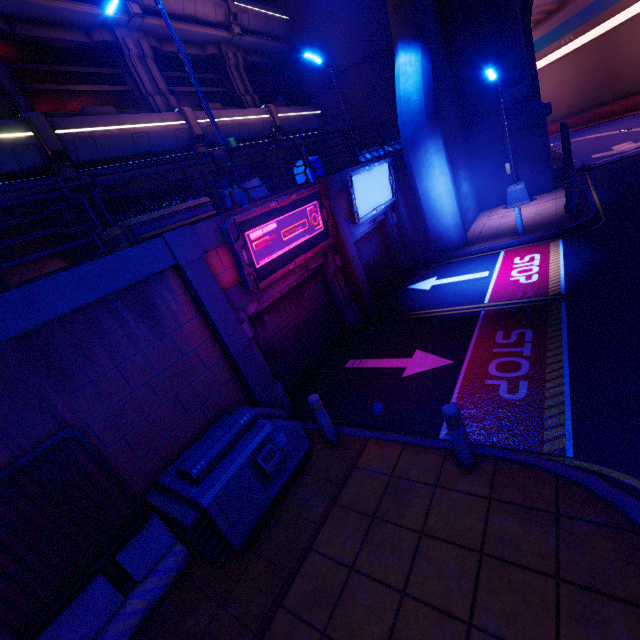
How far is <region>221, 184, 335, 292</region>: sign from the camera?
6.60m

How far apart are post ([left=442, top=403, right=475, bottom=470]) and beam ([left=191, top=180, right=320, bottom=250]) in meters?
5.0 m

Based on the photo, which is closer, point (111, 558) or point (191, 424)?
point (111, 558)

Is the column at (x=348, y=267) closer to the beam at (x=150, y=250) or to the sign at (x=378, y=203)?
the sign at (x=378, y=203)

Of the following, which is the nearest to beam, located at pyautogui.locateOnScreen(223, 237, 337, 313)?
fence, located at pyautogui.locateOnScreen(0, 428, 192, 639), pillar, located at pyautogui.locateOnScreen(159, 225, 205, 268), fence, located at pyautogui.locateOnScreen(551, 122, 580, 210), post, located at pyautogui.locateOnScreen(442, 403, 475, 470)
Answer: pillar, located at pyautogui.locateOnScreen(159, 225, 205, 268)

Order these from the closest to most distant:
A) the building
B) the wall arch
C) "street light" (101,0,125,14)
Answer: "street light" (101,0,125,14) < the wall arch < the building

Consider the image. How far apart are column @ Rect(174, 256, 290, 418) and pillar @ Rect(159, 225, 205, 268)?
0.00m

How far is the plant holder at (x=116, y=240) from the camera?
5.7 meters
